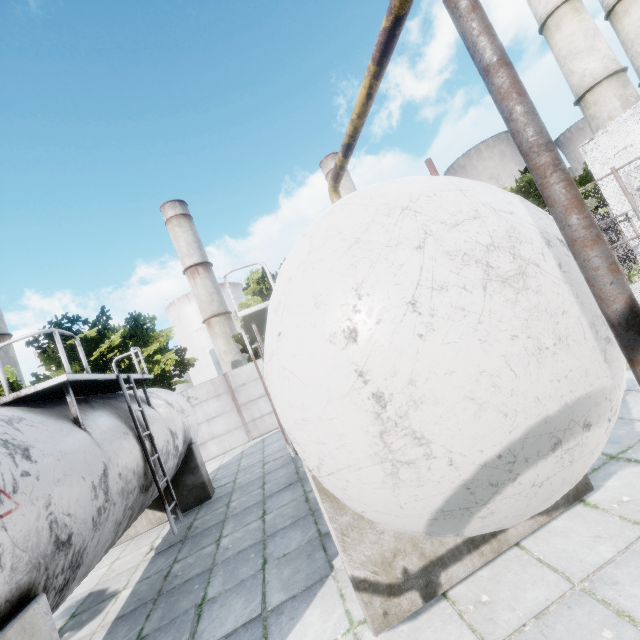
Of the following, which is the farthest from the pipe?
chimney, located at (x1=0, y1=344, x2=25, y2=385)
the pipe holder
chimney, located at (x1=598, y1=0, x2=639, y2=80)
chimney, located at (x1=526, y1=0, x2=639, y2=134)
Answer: chimney, located at (x1=0, y1=344, x2=25, y2=385)

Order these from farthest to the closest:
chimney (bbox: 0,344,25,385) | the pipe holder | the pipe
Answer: chimney (bbox: 0,344,25,385), the pipe, the pipe holder

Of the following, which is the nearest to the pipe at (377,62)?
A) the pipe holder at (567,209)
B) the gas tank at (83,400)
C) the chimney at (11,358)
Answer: the pipe holder at (567,209)

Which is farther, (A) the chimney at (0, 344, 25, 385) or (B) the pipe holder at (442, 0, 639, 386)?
(A) the chimney at (0, 344, 25, 385)

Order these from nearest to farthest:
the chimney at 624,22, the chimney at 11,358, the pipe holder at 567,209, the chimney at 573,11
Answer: the pipe holder at 567,209 → the chimney at 573,11 → the chimney at 624,22 → the chimney at 11,358

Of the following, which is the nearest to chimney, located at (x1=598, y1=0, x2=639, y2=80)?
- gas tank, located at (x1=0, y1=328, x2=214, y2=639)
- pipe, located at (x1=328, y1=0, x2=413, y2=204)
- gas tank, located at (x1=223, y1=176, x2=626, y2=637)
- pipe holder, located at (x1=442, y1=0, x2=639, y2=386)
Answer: gas tank, located at (x1=223, y1=176, x2=626, y2=637)

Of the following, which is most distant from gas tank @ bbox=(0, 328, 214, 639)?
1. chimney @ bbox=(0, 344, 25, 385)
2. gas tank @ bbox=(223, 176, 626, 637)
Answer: chimney @ bbox=(0, 344, 25, 385)

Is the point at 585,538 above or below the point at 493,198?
below
